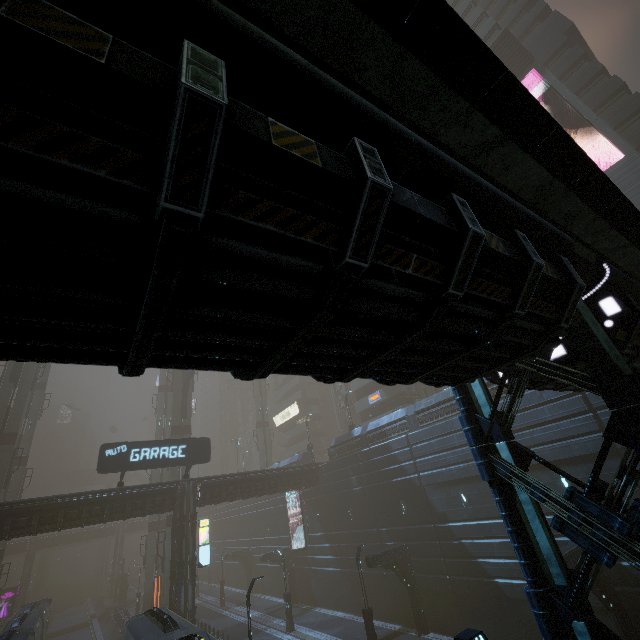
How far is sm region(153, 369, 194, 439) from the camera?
37.66m

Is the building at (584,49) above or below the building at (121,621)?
above

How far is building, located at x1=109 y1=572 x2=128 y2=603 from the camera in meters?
53.2

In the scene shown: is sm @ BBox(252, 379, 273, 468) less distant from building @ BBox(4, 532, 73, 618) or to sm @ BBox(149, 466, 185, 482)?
building @ BBox(4, 532, 73, 618)

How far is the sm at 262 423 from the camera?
52.0m

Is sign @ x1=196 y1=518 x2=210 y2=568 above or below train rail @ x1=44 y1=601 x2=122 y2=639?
above

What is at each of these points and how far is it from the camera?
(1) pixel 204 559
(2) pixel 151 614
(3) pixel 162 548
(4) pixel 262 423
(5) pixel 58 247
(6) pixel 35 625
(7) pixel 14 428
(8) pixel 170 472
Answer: (1) sign, 25.1m
(2) train, 16.5m
(3) sm, 39.6m
(4) sm, 54.6m
(5) building, 1.8m
(6) train, 26.9m
(7) sm, 30.2m
(8) sm, 34.9m
